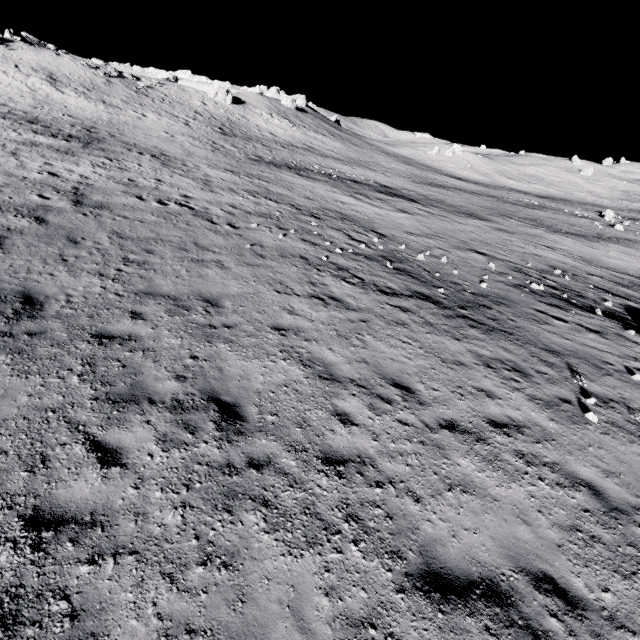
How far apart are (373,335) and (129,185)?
15.99m

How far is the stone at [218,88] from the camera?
51.81m

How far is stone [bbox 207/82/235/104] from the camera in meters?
51.8 m
